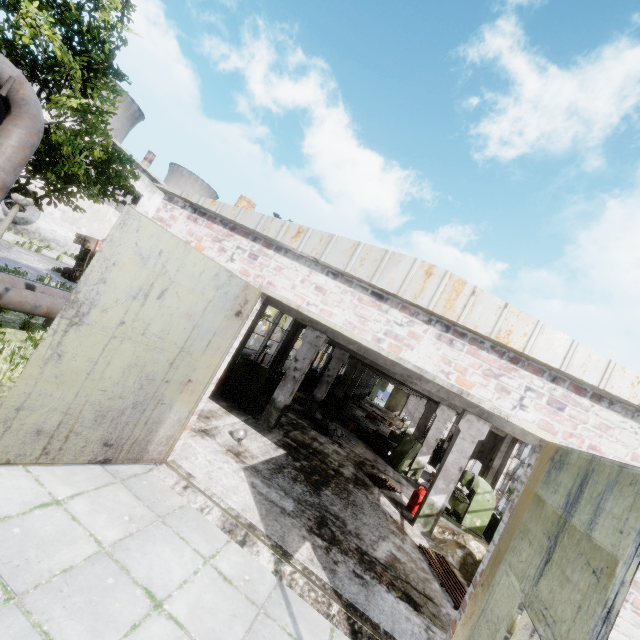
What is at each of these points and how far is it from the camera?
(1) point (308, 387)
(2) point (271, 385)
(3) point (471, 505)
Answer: (1) band saw, 20.5m
(2) lathe, 15.1m
(3) band saw, 12.3m

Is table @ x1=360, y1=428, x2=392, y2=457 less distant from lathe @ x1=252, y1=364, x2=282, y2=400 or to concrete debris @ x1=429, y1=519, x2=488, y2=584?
concrete debris @ x1=429, y1=519, x2=488, y2=584

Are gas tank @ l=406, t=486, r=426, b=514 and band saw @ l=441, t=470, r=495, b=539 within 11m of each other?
yes

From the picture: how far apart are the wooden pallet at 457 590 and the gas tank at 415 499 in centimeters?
215cm

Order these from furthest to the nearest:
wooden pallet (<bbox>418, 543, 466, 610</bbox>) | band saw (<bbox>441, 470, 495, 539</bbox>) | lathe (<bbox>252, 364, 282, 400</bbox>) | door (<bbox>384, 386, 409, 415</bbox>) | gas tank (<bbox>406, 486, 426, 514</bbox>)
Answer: door (<bbox>384, 386, 409, 415</bbox>), lathe (<bbox>252, 364, 282, 400</bbox>), band saw (<bbox>441, 470, 495, 539</bbox>), gas tank (<bbox>406, 486, 426, 514</bbox>), wooden pallet (<bbox>418, 543, 466, 610</bbox>)

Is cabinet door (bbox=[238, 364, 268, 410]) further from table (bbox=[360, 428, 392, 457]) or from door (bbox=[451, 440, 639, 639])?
door (bbox=[451, 440, 639, 639])

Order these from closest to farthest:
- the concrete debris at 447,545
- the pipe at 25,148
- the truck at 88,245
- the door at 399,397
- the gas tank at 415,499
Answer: the pipe at 25,148
the concrete debris at 447,545
the gas tank at 415,499
the truck at 88,245
the door at 399,397

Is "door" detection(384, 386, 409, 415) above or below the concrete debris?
above
